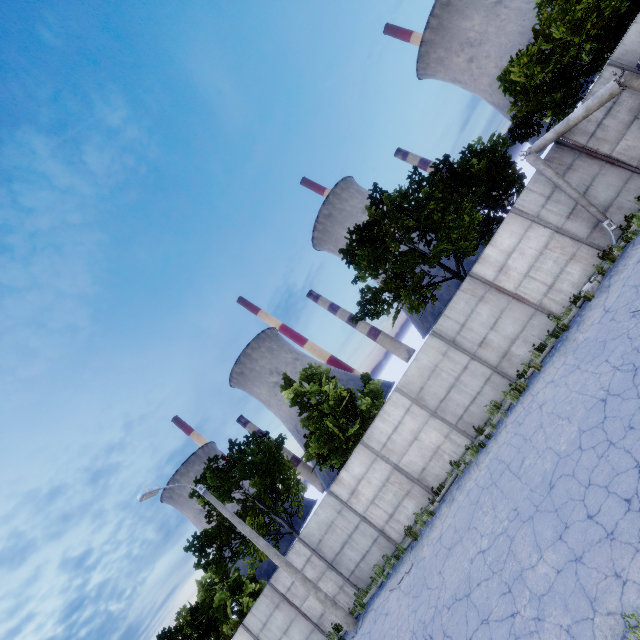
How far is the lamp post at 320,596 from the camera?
13.30m

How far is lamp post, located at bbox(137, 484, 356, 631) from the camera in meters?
13.3 m

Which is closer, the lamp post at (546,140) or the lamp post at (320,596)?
the lamp post at (546,140)

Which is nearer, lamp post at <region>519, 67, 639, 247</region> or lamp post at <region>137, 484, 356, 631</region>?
lamp post at <region>519, 67, 639, 247</region>

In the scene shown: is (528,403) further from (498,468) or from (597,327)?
(597,327)
